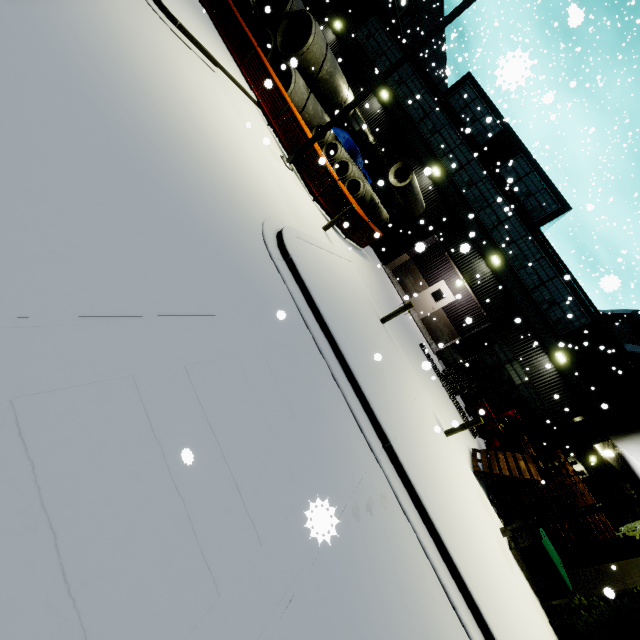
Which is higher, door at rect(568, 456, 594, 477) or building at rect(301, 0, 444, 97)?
building at rect(301, 0, 444, 97)

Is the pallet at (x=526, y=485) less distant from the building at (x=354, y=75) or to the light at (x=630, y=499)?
the building at (x=354, y=75)

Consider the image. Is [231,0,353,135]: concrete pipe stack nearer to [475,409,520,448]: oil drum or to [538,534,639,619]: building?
[538,534,639,619]: building

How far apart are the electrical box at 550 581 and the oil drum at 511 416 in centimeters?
630cm

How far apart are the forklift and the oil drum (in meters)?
1.91

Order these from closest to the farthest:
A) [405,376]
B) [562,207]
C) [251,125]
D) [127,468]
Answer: [127,468] < [405,376] < [251,125] < [562,207]

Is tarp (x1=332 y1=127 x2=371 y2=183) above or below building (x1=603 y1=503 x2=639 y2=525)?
below

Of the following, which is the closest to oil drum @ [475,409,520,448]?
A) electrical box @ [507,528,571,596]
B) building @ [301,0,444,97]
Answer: building @ [301,0,444,97]
